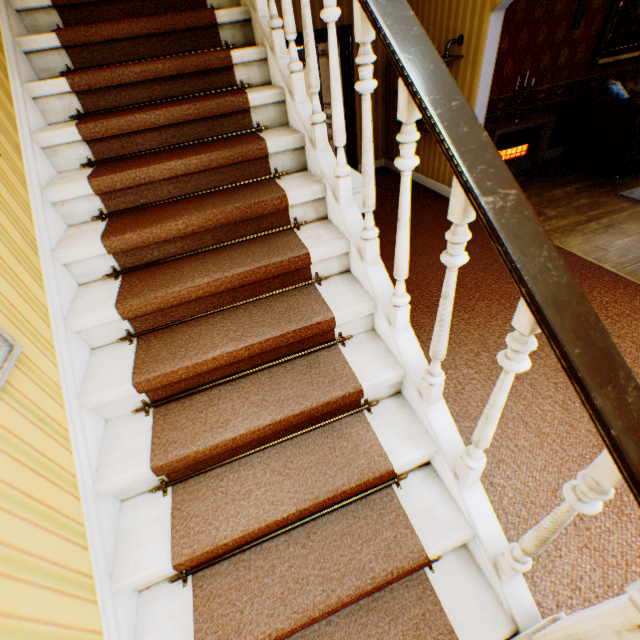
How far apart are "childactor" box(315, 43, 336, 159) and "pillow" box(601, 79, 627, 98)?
4.4 meters

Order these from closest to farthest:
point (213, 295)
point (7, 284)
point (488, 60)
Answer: point (7, 284) → point (213, 295) → point (488, 60)

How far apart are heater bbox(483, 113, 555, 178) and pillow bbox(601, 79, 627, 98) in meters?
0.8

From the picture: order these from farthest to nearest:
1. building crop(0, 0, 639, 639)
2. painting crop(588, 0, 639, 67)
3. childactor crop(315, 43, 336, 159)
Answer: painting crop(588, 0, 639, 67) < childactor crop(315, 43, 336, 159) < building crop(0, 0, 639, 639)

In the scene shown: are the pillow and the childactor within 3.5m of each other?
no

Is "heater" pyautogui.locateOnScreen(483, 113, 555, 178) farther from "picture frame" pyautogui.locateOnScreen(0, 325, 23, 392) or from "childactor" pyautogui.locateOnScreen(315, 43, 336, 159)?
"picture frame" pyautogui.locateOnScreen(0, 325, 23, 392)

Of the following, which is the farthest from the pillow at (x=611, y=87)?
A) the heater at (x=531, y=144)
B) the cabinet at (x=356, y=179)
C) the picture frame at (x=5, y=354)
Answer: the picture frame at (x=5, y=354)

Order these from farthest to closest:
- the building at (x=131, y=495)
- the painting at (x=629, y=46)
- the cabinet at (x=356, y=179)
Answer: the painting at (x=629, y=46) → the cabinet at (x=356, y=179) → the building at (x=131, y=495)
